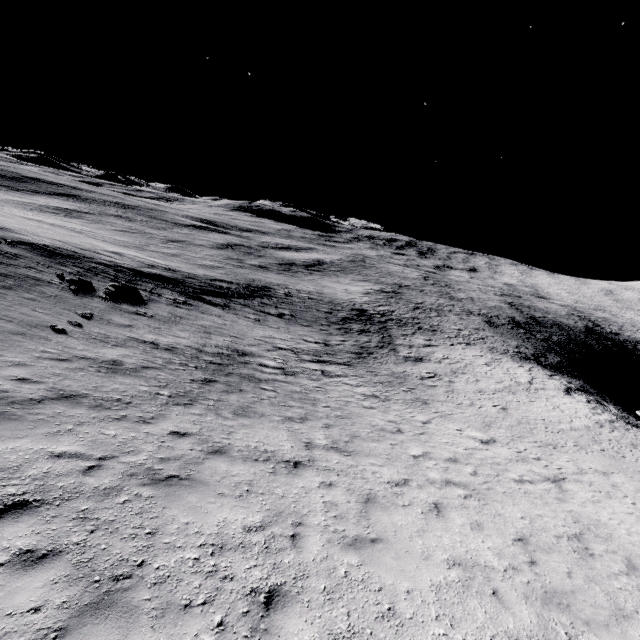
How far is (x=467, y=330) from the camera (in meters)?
44.69
